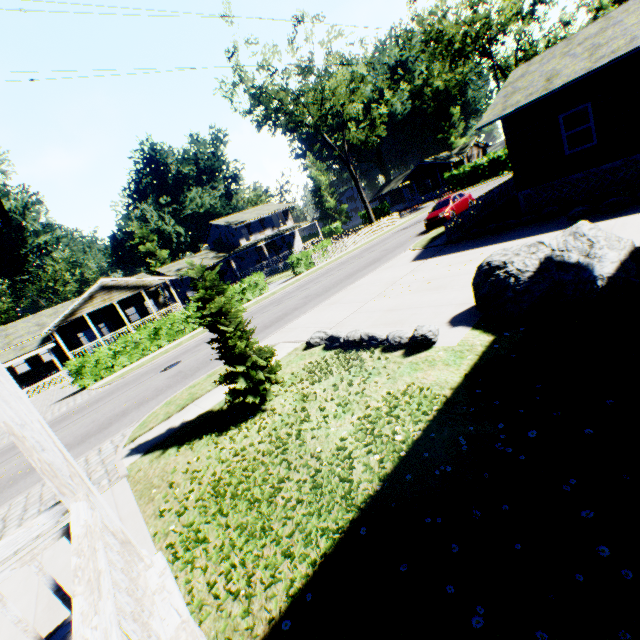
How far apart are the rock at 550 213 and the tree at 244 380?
11.8 meters

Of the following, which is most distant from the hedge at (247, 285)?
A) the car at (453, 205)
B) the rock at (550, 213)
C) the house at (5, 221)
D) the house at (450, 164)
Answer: the house at (450, 164)

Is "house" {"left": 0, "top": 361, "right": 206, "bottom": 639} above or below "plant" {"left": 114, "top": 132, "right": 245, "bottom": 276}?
below

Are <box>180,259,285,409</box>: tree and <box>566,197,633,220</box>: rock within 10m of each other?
no

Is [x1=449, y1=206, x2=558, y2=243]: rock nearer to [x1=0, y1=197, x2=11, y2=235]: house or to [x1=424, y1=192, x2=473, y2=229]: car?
[x1=424, y1=192, x2=473, y2=229]: car

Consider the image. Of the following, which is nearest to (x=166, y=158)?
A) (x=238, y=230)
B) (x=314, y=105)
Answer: (x=238, y=230)

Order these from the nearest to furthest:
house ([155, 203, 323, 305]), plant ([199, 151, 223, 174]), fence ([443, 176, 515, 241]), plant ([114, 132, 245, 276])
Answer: fence ([443, 176, 515, 241]) → house ([155, 203, 323, 305]) → plant ([114, 132, 245, 276]) → plant ([199, 151, 223, 174])

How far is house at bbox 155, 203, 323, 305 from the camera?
41.5m
